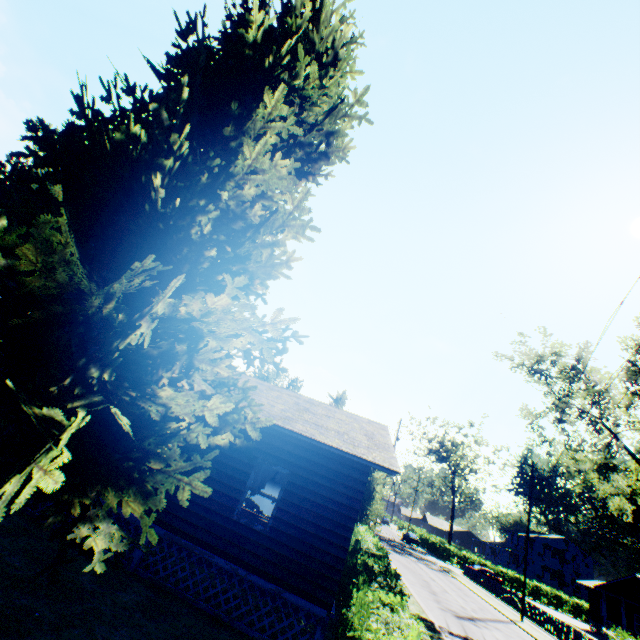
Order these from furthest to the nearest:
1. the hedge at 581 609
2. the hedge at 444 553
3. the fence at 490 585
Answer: the hedge at 444 553 → the hedge at 581 609 → the fence at 490 585

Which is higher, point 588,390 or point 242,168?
point 588,390

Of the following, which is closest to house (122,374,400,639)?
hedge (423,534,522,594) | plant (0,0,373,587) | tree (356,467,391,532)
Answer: plant (0,0,373,587)

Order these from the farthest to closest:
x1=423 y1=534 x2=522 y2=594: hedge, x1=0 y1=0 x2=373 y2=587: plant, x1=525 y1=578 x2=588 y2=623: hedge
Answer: x1=423 y1=534 x2=522 y2=594: hedge, x1=525 y1=578 x2=588 y2=623: hedge, x1=0 y1=0 x2=373 y2=587: plant

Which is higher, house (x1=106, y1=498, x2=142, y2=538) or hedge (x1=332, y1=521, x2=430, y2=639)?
hedge (x1=332, y1=521, x2=430, y2=639)

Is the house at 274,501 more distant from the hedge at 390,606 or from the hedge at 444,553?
the hedge at 444,553

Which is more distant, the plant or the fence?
the fence

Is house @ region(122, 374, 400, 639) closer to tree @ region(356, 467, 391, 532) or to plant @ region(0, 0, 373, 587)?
plant @ region(0, 0, 373, 587)
